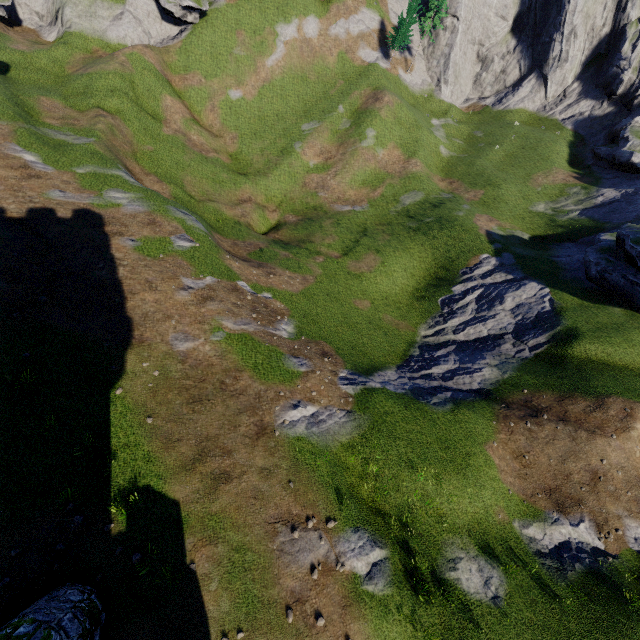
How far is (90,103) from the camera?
34.2 meters
